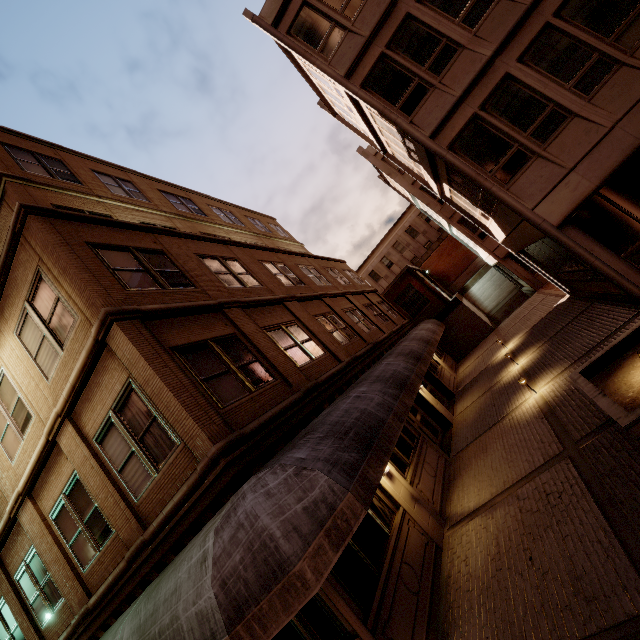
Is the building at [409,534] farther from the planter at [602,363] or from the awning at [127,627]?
the planter at [602,363]

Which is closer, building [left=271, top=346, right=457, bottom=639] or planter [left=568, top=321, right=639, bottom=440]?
planter [left=568, top=321, right=639, bottom=440]

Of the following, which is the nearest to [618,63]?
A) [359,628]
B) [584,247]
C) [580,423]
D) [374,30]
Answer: [584,247]

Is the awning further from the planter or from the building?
the planter

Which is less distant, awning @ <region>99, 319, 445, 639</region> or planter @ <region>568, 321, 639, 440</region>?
awning @ <region>99, 319, 445, 639</region>

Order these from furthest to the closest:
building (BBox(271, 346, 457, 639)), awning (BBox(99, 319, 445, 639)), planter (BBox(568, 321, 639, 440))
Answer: building (BBox(271, 346, 457, 639)) < planter (BBox(568, 321, 639, 440)) < awning (BBox(99, 319, 445, 639))
